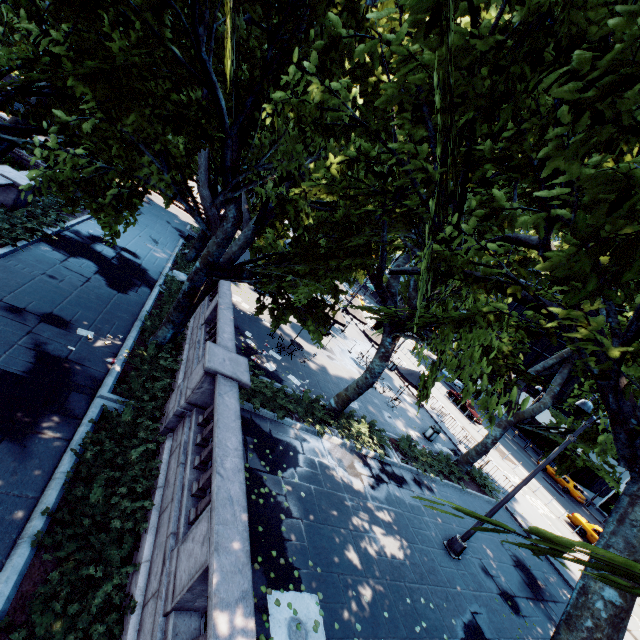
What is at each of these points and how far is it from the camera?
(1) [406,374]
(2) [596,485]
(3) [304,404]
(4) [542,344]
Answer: (1) umbrella, 21.4 meters
(2) building, 49.5 meters
(3) bush, 13.5 meters
(4) building, 54.6 meters

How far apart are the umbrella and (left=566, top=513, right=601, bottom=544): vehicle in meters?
17.0

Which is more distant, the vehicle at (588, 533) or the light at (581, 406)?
the vehicle at (588, 533)

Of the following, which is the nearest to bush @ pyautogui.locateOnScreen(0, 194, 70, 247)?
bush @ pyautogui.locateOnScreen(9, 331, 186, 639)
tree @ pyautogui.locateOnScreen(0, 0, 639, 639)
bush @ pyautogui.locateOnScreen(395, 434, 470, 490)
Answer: tree @ pyautogui.locateOnScreen(0, 0, 639, 639)

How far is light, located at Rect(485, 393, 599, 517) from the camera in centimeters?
1000cm

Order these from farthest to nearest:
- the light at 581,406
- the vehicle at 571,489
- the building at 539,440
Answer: the building at 539,440 → the vehicle at 571,489 → the light at 581,406

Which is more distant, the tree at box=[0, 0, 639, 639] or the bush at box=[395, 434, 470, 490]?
the bush at box=[395, 434, 470, 490]

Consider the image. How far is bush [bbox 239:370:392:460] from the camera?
11.8 meters
